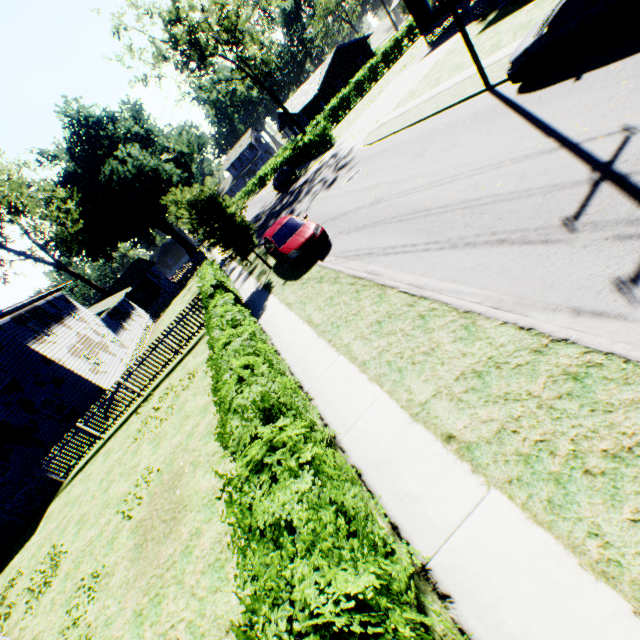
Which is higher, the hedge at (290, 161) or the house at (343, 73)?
the house at (343, 73)

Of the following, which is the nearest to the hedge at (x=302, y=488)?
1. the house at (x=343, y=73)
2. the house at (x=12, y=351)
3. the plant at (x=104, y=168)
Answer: the plant at (x=104, y=168)

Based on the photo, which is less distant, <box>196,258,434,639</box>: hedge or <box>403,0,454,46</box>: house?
<box>196,258,434,639</box>: hedge

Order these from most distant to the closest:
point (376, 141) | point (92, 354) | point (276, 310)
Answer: point (92, 354)
point (376, 141)
point (276, 310)

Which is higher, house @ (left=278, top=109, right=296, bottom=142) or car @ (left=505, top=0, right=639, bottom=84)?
house @ (left=278, top=109, right=296, bottom=142)

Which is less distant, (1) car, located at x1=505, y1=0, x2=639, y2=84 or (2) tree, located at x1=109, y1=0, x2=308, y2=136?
(1) car, located at x1=505, y1=0, x2=639, y2=84

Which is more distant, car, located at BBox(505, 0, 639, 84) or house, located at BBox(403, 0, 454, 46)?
house, located at BBox(403, 0, 454, 46)

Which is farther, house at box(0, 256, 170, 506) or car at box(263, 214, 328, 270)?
house at box(0, 256, 170, 506)
